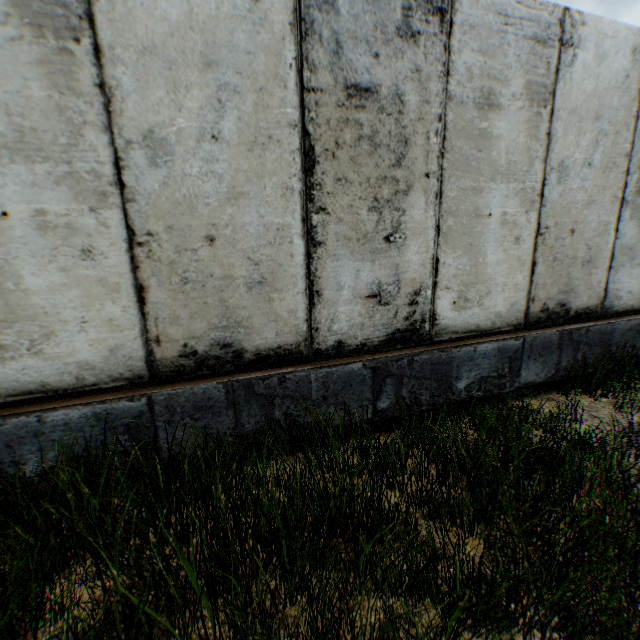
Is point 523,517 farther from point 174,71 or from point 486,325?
point 174,71
